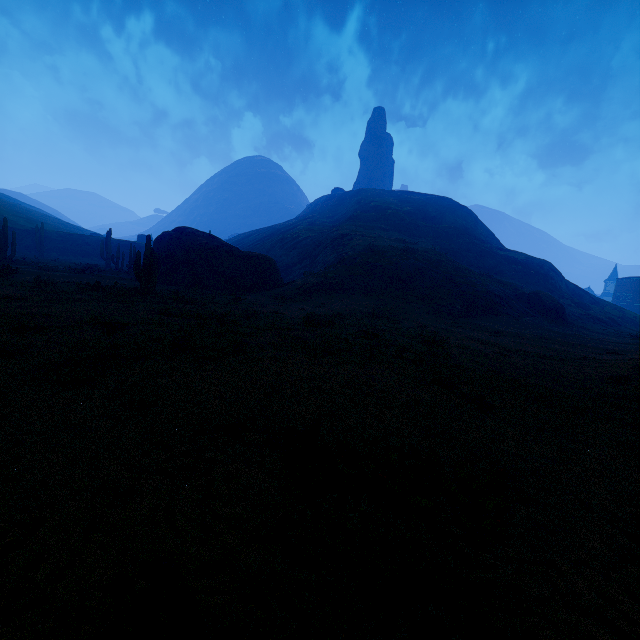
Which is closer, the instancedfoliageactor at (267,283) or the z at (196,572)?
the z at (196,572)

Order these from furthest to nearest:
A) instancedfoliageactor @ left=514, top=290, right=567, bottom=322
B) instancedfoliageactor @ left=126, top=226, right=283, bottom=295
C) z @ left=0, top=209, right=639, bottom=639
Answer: instancedfoliageactor @ left=514, top=290, right=567, bottom=322 < instancedfoliageactor @ left=126, top=226, right=283, bottom=295 < z @ left=0, top=209, right=639, bottom=639

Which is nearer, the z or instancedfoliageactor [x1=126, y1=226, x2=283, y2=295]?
the z

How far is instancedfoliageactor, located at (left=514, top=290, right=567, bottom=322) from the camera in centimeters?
3250cm

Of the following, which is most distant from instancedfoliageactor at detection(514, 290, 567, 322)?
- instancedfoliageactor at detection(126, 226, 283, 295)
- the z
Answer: instancedfoliageactor at detection(126, 226, 283, 295)

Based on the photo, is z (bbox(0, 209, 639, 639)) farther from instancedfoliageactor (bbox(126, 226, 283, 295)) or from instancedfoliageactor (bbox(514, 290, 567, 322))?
instancedfoliageactor (bbox(126, 226, 283, 295))

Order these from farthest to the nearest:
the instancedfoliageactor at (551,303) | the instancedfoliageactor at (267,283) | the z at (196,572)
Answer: the instancedfoliageactor at (551,303), the instancedfoliageactor at (267,283), the z at (196,572)

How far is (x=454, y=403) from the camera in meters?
6.1
